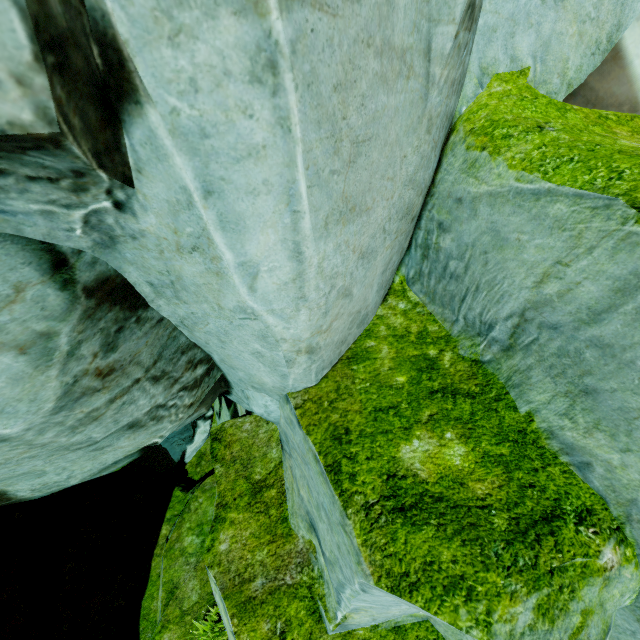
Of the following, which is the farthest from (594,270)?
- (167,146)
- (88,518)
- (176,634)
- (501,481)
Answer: (88,518)
